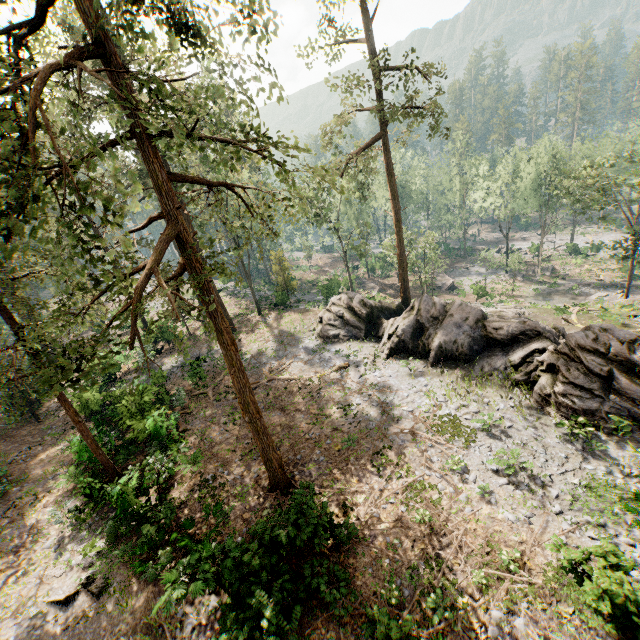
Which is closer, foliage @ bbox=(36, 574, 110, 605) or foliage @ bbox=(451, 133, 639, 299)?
foliage @ bbox=(36, 574, 110, 605)

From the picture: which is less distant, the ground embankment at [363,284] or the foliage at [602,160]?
the foliage at [602,160]

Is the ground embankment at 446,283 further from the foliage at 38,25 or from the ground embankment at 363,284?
the ground embankment at 363,284

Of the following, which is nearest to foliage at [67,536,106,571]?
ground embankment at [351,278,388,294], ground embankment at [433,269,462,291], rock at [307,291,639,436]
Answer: rock at [307,291,639,436]

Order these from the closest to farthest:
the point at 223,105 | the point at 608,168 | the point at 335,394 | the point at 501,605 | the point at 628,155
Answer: the point at 501,605 → the point at 335,394 → the point at 223,105 → the point at 628,155 → the point at 608,168

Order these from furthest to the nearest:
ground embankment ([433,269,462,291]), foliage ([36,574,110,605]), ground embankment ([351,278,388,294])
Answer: ground embankment ([433,269,462,291]) → ground embankment ([351,278,388,294]) → foliage ([36,574,110,605])
